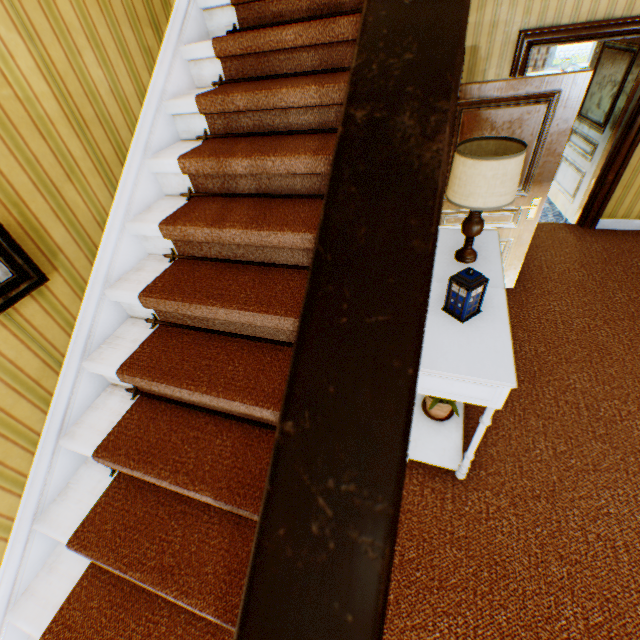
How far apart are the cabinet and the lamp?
0.03m

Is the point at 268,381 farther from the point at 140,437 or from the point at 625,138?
the point at 625,138

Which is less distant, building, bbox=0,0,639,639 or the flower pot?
building, bbox=0,0,639,639

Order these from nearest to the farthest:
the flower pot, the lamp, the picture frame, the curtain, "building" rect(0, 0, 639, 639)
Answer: "building" rect(0, 0, 639, 639)
the picture frame
the lamp
the flower pot
the curtain

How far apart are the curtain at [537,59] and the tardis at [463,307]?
9.71m

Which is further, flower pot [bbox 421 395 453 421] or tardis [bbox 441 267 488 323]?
flower pot [bbox 421 395 453 421]

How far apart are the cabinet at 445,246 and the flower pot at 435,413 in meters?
0.0

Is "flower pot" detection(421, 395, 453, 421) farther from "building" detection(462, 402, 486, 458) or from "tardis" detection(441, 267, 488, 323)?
"tardis" detection(441, 267, 488, 323)
